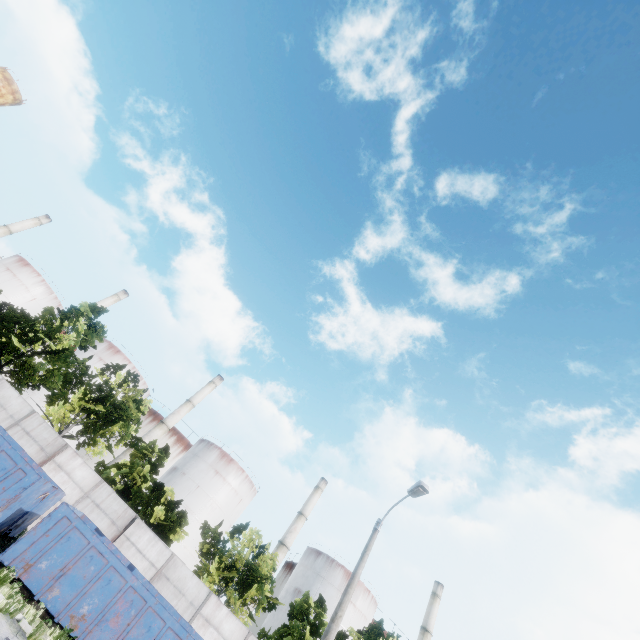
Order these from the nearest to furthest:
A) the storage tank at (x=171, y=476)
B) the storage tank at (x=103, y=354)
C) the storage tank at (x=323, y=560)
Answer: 1. the storage tank at (x=171, y=476)
2. the storage tank at (x=323, y=560)
3. the storage tank at (x=103, y=354)

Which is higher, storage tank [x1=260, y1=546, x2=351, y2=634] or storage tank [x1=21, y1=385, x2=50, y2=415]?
storage tank [x1=260, y1=546, x2=351, y2=634]

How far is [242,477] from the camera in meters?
48.5

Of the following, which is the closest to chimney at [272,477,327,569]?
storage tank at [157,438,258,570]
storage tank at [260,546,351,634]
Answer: storage tank at [260,546,351,634]

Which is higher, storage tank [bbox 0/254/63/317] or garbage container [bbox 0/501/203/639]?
storage tank [bbox 0/254/63/317]

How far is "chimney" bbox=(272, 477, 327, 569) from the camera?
46.1m

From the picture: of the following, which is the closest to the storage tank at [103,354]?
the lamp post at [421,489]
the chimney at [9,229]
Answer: the chimney at [9,229]

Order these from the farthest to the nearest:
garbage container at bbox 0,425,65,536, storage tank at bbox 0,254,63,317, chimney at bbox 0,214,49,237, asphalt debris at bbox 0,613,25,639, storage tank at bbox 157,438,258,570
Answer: chimney at bbox 0,214,49,237 < storage tank at bbox 0,254,63,317 < storage tank at bbox 157,438,258,570 < garbage container at bbox 0,425,65,536 < asphalt debris at bbox 0,613,25,639
